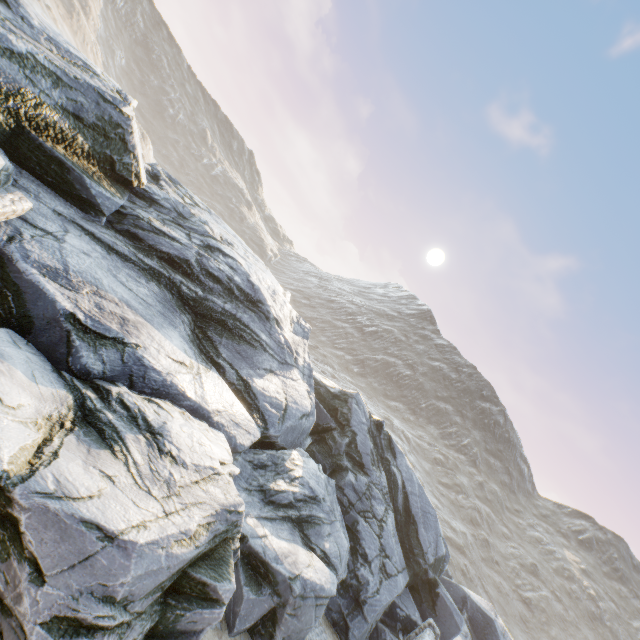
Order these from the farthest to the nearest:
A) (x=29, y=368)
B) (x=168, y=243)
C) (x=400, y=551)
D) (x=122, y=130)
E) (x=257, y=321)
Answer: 1. (x=400, y=551)
2. (x=257, y=321)
3. (x=168, y=243)
4. (x=122, y=130)
5. (x=29, y=368)
